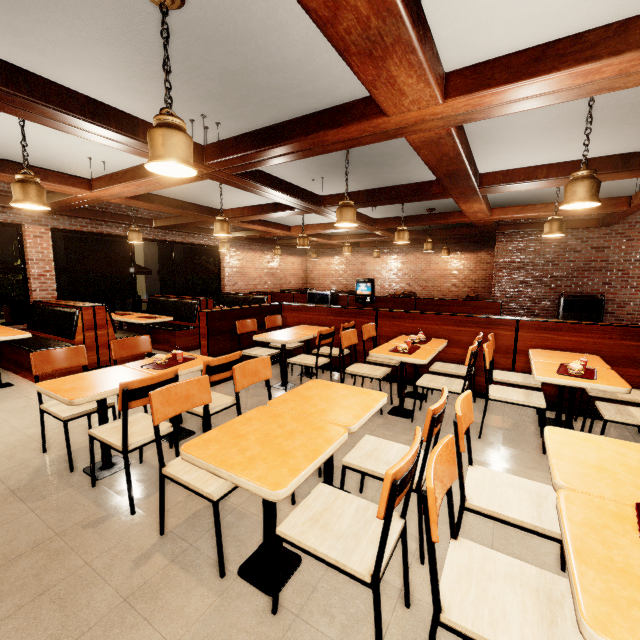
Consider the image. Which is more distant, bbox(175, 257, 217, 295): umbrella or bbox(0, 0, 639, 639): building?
bbox(175, 257, 217, 295): umbrella

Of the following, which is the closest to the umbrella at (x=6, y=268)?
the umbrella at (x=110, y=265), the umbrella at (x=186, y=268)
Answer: the umbrella at (x=110, y=265)

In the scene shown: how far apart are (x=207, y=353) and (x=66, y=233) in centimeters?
2015cm

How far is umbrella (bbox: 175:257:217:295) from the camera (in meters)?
10.34

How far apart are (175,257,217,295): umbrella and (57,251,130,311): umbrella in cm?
109

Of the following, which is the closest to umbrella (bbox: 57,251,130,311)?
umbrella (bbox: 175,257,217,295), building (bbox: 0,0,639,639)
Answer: building (bbox: 0,0,639,639)

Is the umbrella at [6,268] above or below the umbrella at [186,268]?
below

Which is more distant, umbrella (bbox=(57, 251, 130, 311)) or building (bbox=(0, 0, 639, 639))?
umbrella (bbox=(57, 251, 130, 311))
